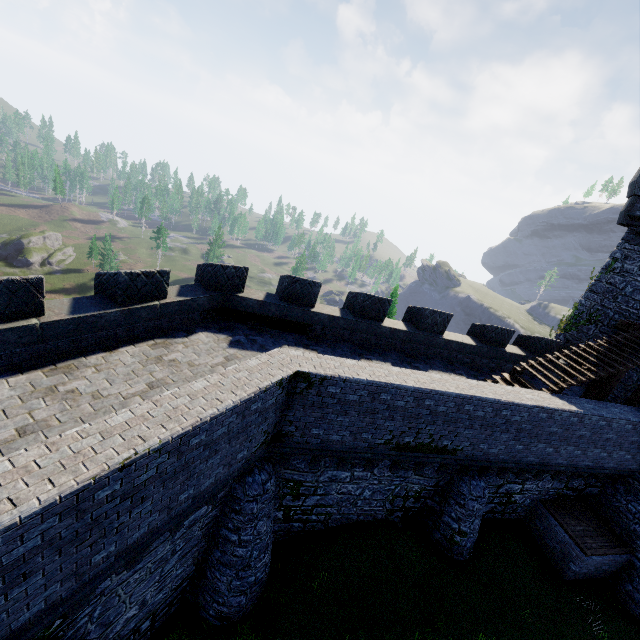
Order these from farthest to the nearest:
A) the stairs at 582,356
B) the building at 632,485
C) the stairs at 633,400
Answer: the building at 632,485
the stairs at 633,400
the stairs at 582,356

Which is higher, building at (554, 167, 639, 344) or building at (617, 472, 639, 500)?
building at (554, 167, 639, 344)

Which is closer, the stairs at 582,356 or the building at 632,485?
the stairs at 582,356

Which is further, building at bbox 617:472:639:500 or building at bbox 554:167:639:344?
building at bbox 554:167:639:344

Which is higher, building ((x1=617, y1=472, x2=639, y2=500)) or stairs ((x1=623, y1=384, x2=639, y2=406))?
stairs ((x1=623, y1=384, x2=639, y2=406))

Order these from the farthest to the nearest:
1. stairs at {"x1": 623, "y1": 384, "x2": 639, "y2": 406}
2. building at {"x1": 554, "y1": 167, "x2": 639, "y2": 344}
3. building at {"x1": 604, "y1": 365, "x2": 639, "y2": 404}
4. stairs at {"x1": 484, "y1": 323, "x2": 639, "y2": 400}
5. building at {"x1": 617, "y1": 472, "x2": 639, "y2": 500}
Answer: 1. building at {"x1": 554, "y1": 167, "x2": 639, "y2": 344}
2. building at {"x1": 604, "y1": 365, "x2": 639, "y2": 404}
3. building at {"x1": 617, "y1": 472, "x2": 639, "y2": 500}
4. stairs at {"x1": 623, "y1": 384, "x2": 639, "y2": 406}
5. stairs at {"x1": 484, "y1": 323, "x2": 639, "y2": 400}

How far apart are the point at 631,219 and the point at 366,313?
14.79m
